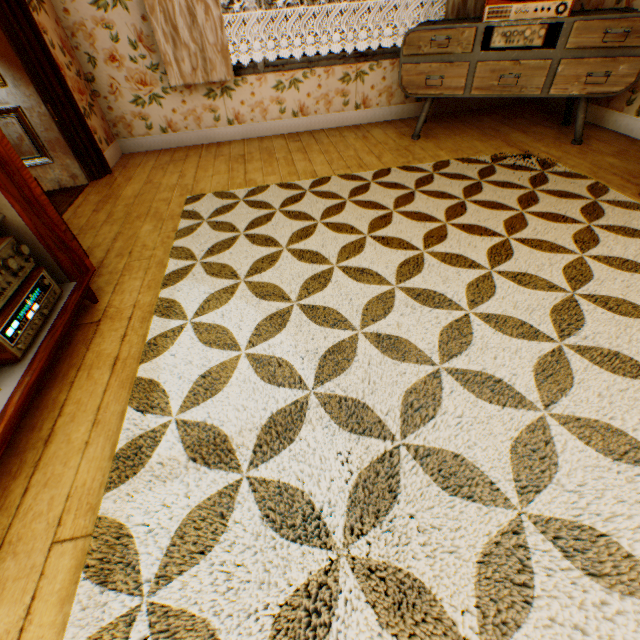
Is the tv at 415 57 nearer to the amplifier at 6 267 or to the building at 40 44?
the building at 40 44

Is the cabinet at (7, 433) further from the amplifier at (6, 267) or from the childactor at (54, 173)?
the childactor at (54, 173)

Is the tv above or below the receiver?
above

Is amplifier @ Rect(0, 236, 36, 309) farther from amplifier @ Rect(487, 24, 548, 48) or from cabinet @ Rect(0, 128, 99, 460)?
amplifier @ Rect(487, 24, 548, 48)

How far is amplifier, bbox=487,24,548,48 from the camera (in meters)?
2.78

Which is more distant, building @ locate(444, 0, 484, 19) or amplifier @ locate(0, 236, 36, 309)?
building @ locate(444, 0, 484, 19)

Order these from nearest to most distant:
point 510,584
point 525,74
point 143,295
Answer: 1. point 510,584
2. point 143,295
3. point 525,74

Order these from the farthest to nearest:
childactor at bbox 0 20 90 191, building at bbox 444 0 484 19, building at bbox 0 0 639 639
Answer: building at bbox 444 0 484 19
childactor at bbox 0 20 90 191
building at bbox 0 0 639 639
